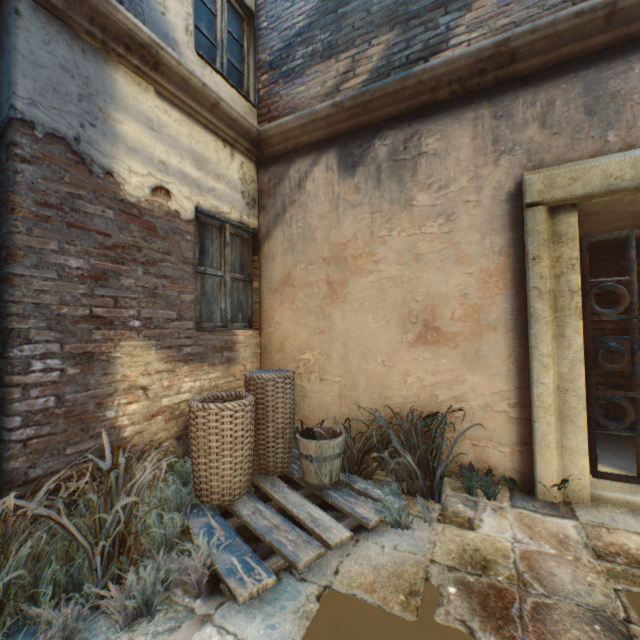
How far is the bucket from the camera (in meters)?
2.67

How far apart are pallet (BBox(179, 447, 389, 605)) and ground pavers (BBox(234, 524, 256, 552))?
0.01m

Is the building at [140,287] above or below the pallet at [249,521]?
above

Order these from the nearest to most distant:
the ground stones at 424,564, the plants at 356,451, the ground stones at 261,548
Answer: the ground stones at 424,564 → the ground stones at 261,548 → the plants at 356,451

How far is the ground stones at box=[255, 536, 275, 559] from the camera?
2.1 meters

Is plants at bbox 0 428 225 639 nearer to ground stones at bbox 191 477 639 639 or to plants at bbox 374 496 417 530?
ground stones at bbox 191 477 639 639

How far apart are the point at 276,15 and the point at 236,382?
4.78m

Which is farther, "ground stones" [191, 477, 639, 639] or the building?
the building
